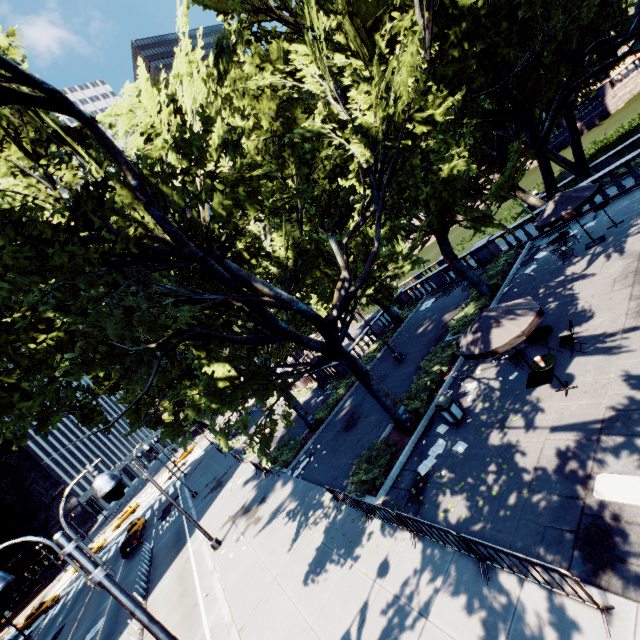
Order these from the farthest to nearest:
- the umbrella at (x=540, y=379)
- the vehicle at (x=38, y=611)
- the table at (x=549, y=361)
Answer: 1. the vehicle at (x=38, y=611)
2. the umbrella at (x=540, y=379)
3. the table at (x=549, y=361)

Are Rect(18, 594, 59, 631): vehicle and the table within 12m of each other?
no

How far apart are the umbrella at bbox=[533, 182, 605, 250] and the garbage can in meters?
9.6

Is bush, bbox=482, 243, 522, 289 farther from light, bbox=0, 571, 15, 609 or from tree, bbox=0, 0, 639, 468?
light, bbox=0, 571, 15, 609

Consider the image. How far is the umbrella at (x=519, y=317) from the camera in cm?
930

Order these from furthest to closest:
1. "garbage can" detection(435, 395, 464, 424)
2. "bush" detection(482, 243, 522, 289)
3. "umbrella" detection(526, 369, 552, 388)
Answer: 1. "bush" detection(482, 243, 522, 289)
2. "garbage can" detection(435, 395, 464, 424)
3. "umbrella" detection(526, 369, 552, 388)

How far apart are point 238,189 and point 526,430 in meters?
11.3

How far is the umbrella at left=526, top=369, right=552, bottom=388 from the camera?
10.34m
